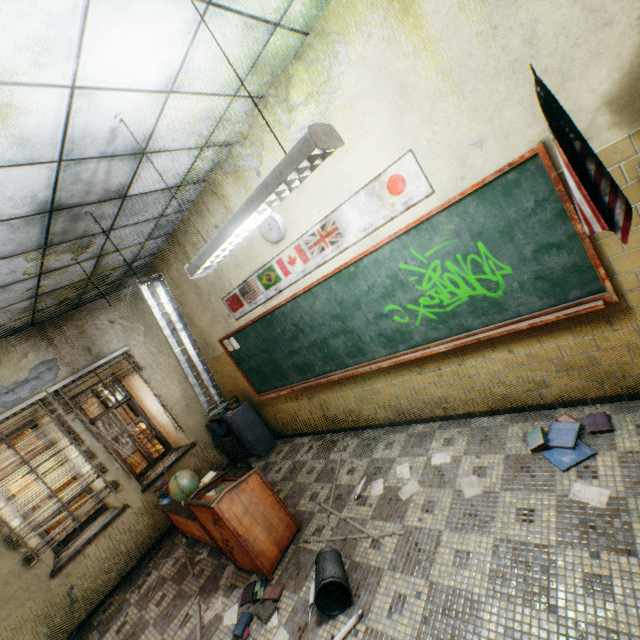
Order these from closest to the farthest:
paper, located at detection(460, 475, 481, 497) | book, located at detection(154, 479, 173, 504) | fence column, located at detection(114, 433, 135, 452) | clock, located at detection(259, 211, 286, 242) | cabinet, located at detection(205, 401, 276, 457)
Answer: paper, located at detection(460, 475, 481, 497), clock, located at detection(259, 211, 286, 242), book, located at detection(154, 479, 173, 504), cabinet, located at detection(205, 401, 276, 457), fence column, located at detection(114, 433, 135, 452)

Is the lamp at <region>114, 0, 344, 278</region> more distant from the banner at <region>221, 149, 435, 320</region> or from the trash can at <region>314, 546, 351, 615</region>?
the trash can at <region>314, 546, 351, 615</region>

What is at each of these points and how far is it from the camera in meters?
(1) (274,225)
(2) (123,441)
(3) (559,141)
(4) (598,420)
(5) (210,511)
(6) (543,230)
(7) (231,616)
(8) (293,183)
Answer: (1) clock, 3.7 m
(2) fence column, 12.9 m
(3) flag, 1.8 m
(4) book, 2.7 m
(5) podium, 3.2 m
(6) blackboard, 2.5 m
(7) paper, 3.1 m
(8) lamp, 1.8 m

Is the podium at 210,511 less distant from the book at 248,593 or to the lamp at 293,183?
the book at 248,593

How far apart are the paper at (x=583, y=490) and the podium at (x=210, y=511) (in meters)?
2.63

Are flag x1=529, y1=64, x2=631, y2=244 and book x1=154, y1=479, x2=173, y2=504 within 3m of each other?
no

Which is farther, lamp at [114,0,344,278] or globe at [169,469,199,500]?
globe at [169,469,199,500]

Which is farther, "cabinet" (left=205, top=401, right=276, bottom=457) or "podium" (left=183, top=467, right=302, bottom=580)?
"cabinet" (left=205, top=401, right=276, bottom=457)
